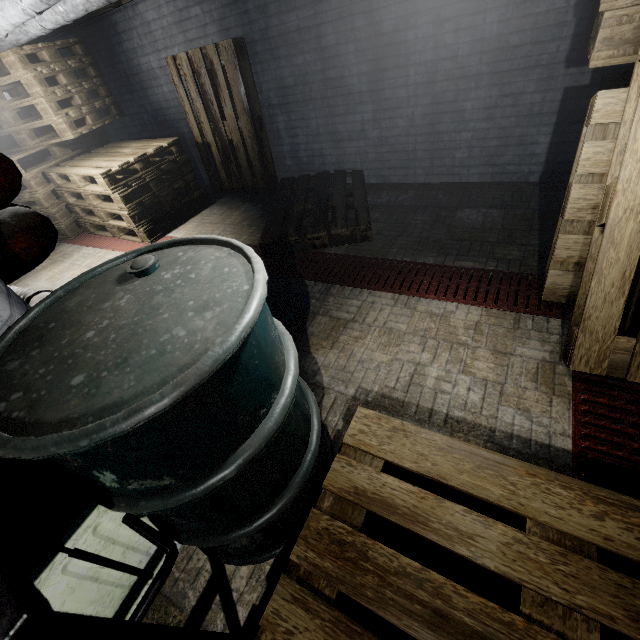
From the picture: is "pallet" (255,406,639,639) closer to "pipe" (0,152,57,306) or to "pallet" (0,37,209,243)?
"pipe" (0,152,57,306)

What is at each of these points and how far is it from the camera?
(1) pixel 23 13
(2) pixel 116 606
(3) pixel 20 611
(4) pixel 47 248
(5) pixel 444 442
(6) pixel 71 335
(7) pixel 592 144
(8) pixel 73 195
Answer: (1) pipe, 2.27m
(2) radiator, 1.11m
(3) sink, 0.48m
(4) pipe, 1.29m
(5) pallet, 1.24m
(6) barrel, 0.83m
(7) pallet, 1.50m
(8) pallet, 4.04m

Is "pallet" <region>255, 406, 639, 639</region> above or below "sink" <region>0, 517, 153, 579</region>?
below

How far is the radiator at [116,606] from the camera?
0.9m

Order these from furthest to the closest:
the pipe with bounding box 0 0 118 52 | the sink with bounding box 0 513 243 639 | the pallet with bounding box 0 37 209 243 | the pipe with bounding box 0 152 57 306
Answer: the pallet with bounding box 0 37 209 243
the pipe with bounding box 0 0 118 52
the pipe with bounding box 0 152 57 306
the sink with bounding box 0 513 243 639

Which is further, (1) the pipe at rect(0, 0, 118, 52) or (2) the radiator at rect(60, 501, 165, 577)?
(1) the pipe at rect(0, 0, 118, 52)

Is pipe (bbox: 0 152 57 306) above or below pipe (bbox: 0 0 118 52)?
below
